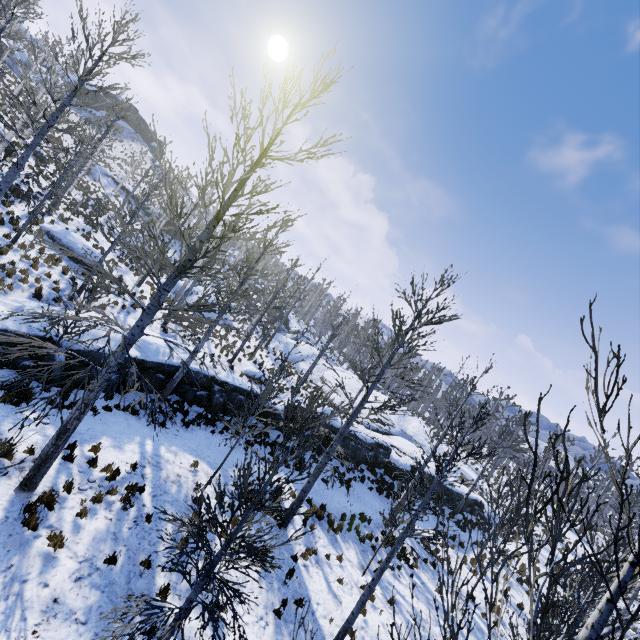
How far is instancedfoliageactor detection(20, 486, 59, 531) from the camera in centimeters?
686cm

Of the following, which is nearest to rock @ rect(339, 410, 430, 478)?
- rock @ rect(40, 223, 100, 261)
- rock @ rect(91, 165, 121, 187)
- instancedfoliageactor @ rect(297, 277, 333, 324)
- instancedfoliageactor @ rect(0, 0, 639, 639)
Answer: instancedfoliageactor @ rect(0, 0, 639, 639)

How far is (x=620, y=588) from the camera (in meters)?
1.43

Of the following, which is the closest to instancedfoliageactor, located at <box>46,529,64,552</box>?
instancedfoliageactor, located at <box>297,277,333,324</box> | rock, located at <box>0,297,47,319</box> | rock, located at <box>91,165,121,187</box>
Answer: rock, located at <box>0,297,47,319</box>

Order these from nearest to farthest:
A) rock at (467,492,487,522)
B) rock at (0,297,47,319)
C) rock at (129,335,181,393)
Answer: rock at (0,297,47,319)
rock at (129,335,181,393)
rock at (467,492,487,522)

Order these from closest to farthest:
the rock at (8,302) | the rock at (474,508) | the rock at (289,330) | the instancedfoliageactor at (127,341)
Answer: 1. the instancedfoliageactor at (127,341)
2. the rock at (8,302)
3. the rock at (474,508)
4. the rock at (289,330)

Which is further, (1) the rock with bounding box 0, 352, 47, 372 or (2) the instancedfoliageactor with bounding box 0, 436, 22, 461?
(1) the rock with bounding box 0, 352, 47, 372

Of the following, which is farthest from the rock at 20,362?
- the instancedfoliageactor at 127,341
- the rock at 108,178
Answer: the rock at 108,178
